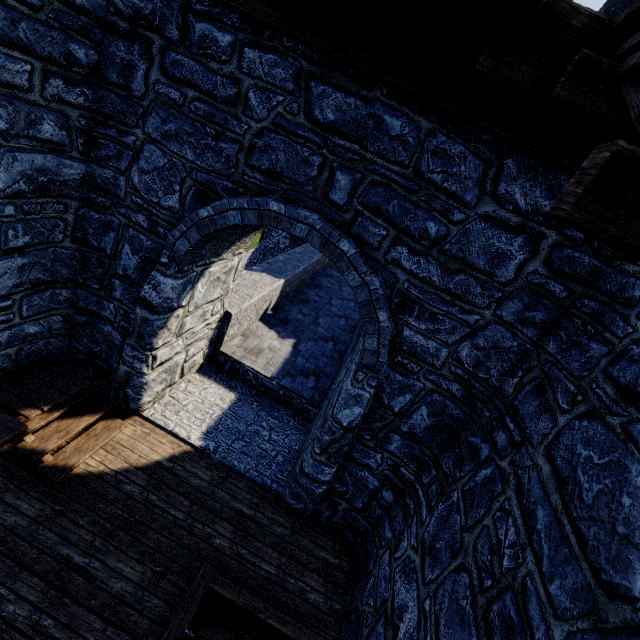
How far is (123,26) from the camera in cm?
349
